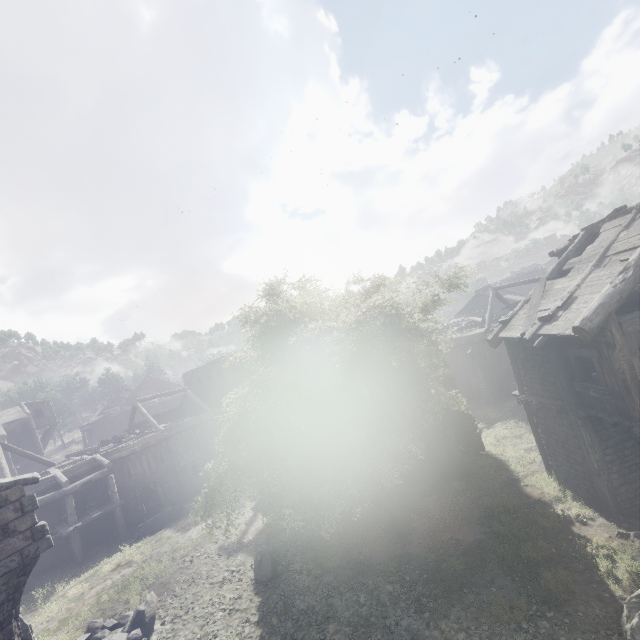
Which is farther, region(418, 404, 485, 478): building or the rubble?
region(418, 404, 485, 478): building

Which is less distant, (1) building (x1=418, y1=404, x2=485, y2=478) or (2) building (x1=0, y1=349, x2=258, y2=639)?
(2) building (x1=0, y1=349, x2=258, y2=639)

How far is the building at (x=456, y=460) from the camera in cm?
1620

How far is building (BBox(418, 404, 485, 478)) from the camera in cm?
1620

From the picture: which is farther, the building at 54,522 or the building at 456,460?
the building at 456,460

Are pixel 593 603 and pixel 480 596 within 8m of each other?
yes

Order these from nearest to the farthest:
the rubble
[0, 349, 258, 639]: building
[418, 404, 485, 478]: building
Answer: [0, 349, 258, 639]: building < the rubble < [418, 404, 485, 478]: building
